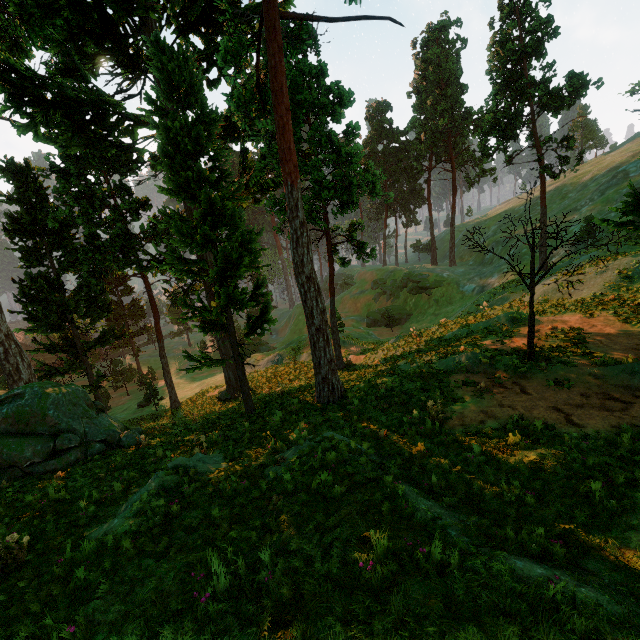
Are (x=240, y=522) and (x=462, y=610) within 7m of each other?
yes

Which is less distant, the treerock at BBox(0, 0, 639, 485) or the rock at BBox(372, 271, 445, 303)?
the treerock at BBox(0, 0, 639, 485)

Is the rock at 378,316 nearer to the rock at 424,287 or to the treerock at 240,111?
the rock at 424,287

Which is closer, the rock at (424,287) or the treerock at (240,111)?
the treerock at (240,111)

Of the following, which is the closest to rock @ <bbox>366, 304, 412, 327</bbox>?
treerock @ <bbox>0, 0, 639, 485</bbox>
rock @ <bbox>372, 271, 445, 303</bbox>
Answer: rock @ <bbox>372, 271, 445, 303</bbox>

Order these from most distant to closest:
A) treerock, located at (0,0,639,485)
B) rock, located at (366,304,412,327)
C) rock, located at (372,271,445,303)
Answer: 1. rock, located at (366,304,412,327)
2. rock, located at (372,271,445,303)
3. treerock, located at (0,0,639,485)

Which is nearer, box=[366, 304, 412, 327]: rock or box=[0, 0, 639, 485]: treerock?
box=[0, 0, 639, 485]: treerock
